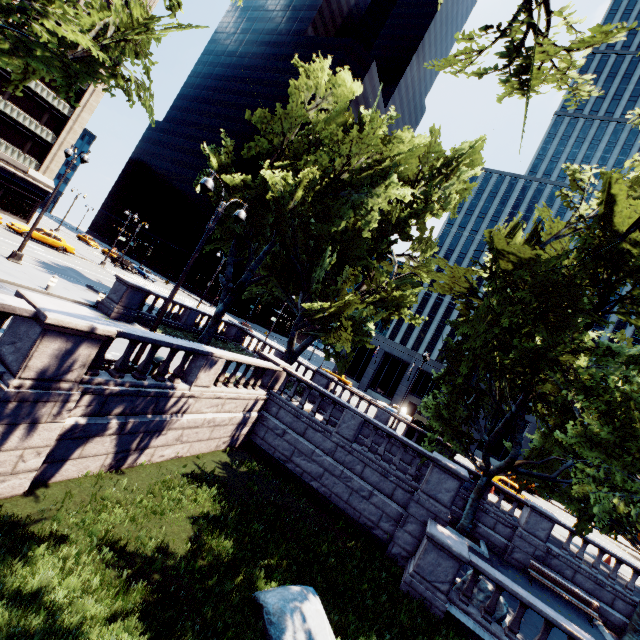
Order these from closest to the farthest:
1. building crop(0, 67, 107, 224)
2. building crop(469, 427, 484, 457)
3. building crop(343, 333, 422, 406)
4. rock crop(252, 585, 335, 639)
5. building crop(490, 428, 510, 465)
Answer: rock crop(252, 585, 335, 639) → building crop(0, 67, 107, 224) → building crop(490, 428, 510, 465) → building crop(469, 427, 484, 457) → building crop(343, 333, 422, 406)

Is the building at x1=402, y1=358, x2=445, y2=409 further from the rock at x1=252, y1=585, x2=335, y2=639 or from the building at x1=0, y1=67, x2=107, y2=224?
the building at x1=0, y1=67, x2=107, y2=224

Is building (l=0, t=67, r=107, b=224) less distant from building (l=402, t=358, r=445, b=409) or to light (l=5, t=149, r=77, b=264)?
light (l=5, t=149, r=77, b=264)

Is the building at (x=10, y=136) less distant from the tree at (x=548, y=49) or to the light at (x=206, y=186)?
the tree at (x=548, y=49)

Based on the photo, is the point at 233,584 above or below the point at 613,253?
below

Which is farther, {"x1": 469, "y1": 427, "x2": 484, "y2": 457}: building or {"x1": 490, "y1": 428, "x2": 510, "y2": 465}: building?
{"x1": 469, "y1": 427, "x2": 484, "y2": 457}: building

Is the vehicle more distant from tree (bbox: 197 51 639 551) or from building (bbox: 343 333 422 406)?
building (bbox: 343 333 422 406)

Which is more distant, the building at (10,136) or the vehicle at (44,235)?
the building at (10,136)
